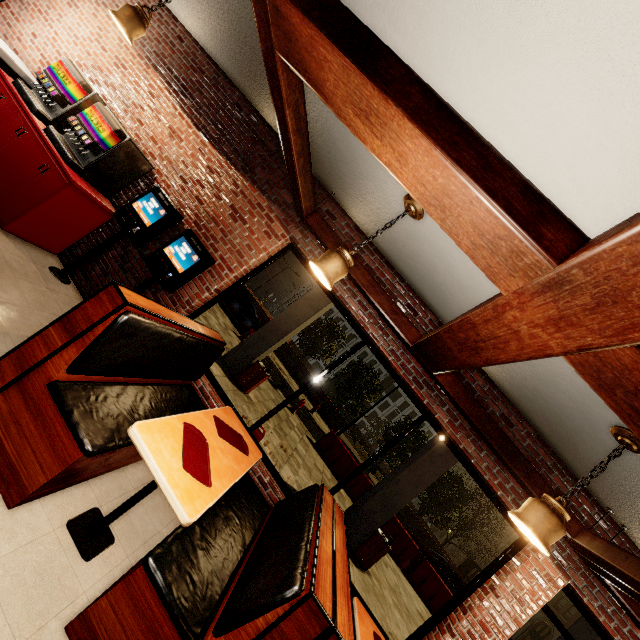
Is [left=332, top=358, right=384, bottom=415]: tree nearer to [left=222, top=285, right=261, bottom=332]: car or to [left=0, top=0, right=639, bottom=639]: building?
[left=222, top=285, right=261, bottom=332]: car

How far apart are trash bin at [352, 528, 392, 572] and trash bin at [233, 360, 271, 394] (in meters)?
4.47

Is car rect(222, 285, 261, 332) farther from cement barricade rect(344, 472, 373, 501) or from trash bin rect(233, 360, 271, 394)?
trash bin rect(233, 360, 271, 394)

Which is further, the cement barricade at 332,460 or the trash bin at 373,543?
the cement barricade at 332,460

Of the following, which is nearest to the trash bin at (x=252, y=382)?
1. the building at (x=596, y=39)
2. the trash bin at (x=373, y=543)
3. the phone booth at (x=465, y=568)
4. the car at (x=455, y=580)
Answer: the building at (x=596, y=39)

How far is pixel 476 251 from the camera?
1.65m

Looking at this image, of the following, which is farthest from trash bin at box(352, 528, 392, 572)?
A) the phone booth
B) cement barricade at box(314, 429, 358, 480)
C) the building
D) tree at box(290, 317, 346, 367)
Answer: the phone booth

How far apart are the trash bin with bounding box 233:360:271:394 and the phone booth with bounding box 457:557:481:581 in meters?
28.6 m
